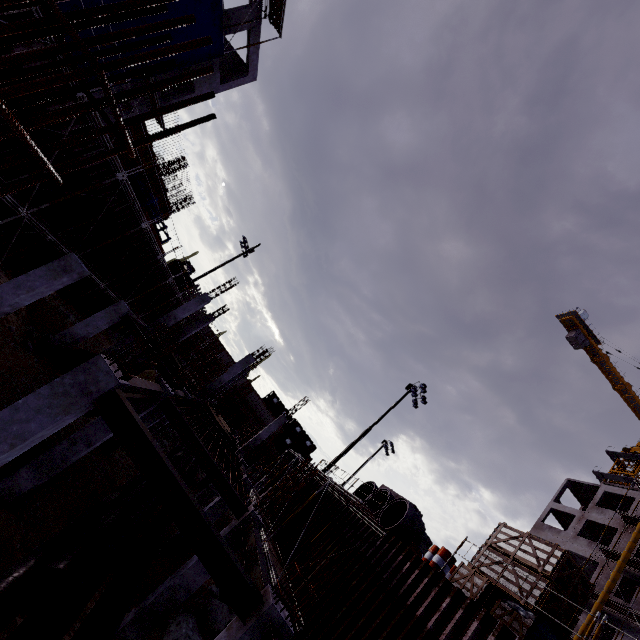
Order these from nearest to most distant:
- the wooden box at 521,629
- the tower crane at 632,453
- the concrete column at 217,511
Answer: the wooden box at 521,629
the concrete column at 217,511
the tower crane at 632,453

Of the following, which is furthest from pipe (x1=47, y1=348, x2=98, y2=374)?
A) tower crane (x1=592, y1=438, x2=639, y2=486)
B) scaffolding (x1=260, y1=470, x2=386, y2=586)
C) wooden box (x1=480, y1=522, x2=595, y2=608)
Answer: tower crane (x1=592, y1=438, x2=639, y2=486)

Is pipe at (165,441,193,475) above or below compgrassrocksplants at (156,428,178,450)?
above

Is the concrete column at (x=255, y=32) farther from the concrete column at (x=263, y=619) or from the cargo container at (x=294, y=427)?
the cargo container at (x=294, y=427)

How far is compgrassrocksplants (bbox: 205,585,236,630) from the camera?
10.8 meters

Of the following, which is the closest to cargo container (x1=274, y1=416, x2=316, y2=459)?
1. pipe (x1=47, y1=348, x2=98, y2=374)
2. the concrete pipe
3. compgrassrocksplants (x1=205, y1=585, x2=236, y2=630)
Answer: pipe (x1=47, y1=348, x2=98, y2=374)

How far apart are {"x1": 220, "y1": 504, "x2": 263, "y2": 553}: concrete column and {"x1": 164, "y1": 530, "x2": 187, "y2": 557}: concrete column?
4.3 meters

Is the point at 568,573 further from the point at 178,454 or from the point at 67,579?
the point at 178,454
